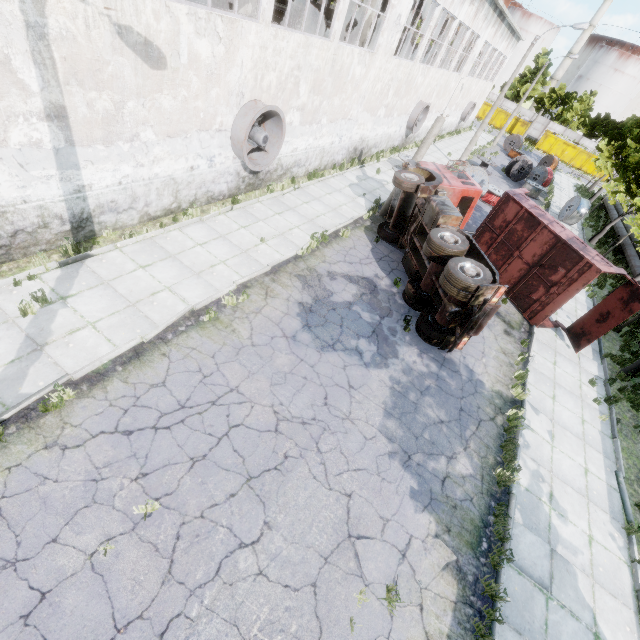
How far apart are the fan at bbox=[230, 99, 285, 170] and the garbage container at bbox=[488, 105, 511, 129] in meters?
57.6

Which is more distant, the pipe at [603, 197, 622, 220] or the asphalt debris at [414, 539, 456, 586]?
the pipe at [603, 197, 622, 220]

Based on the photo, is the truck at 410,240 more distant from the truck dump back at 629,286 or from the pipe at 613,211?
the pipe at 613,211

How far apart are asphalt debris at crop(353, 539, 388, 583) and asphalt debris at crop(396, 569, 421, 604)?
0.2 meters

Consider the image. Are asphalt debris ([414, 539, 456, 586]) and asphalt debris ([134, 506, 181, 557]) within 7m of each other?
yes

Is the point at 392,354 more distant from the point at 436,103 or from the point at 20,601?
the point at 436,103

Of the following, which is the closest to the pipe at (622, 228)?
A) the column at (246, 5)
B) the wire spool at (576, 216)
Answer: the wire spool at (576, 216)

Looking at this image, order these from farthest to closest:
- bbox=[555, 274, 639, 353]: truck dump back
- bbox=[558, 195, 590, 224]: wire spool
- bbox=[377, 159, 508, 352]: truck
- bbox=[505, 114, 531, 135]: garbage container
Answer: bbox=[505, 114, 531, 135]: garbage container, bbox=[558, 195, 590, 224]: wire spool, bbox=[555, 274, 639, 353]: truck dump back, bbox=[377, 159, 508, 352]: truck
